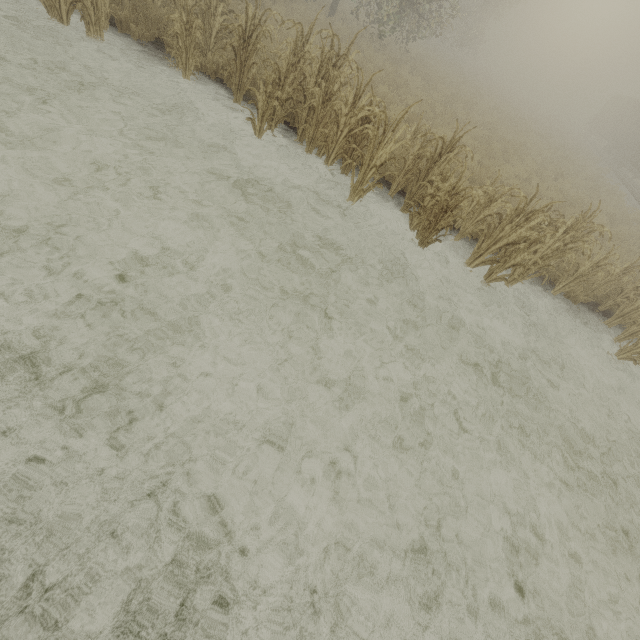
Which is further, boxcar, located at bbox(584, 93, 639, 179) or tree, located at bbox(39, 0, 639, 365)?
boxcar, located at bbox(584, 93, 639, 179)

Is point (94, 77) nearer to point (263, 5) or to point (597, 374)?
point (263, 5)

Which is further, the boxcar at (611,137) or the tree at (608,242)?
the boxcar at (611,137)
